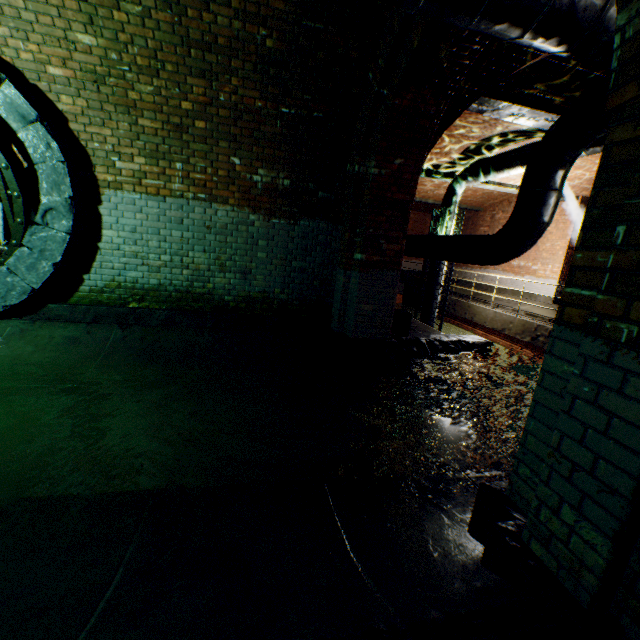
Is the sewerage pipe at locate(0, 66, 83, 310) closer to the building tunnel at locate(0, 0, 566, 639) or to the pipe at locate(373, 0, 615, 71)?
the building tunnel at locate(0, 0, 566, 639)

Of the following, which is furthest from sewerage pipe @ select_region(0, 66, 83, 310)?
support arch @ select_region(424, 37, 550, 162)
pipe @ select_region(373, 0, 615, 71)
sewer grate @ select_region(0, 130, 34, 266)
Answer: support arch @ select_region(424, 37, 550, 162)

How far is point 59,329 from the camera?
4.4 meters

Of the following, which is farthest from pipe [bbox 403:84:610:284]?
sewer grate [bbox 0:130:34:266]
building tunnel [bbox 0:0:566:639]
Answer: sewer grate [bbox 0:130:34:266]

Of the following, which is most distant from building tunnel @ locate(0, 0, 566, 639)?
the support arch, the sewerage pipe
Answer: the support arch

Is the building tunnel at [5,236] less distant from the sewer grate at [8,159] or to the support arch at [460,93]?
the sewer grate at [8,159]
